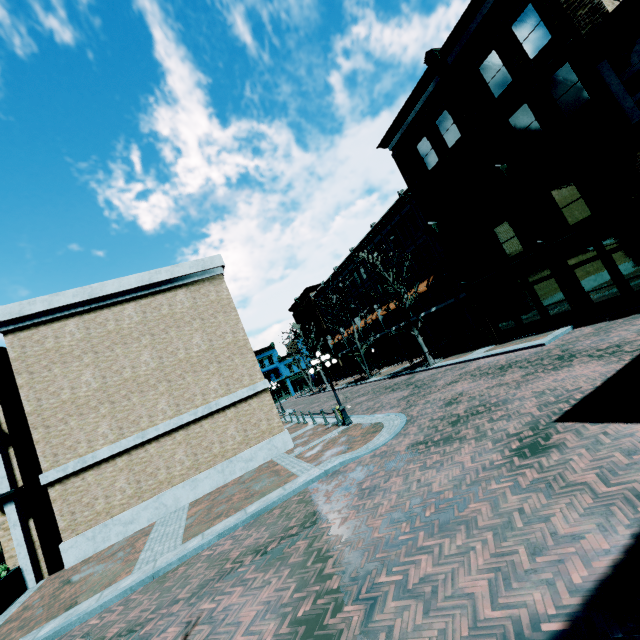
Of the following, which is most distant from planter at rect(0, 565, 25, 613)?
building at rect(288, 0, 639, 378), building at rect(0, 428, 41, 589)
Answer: building at rect(288, 0, 639, 378)

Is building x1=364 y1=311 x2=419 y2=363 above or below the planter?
above

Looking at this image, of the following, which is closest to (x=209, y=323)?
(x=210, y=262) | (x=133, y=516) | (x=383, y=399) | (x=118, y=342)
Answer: (x=210, y=262)

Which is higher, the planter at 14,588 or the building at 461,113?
the building at 461,113

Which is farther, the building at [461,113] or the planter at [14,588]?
the building at [461,113]
